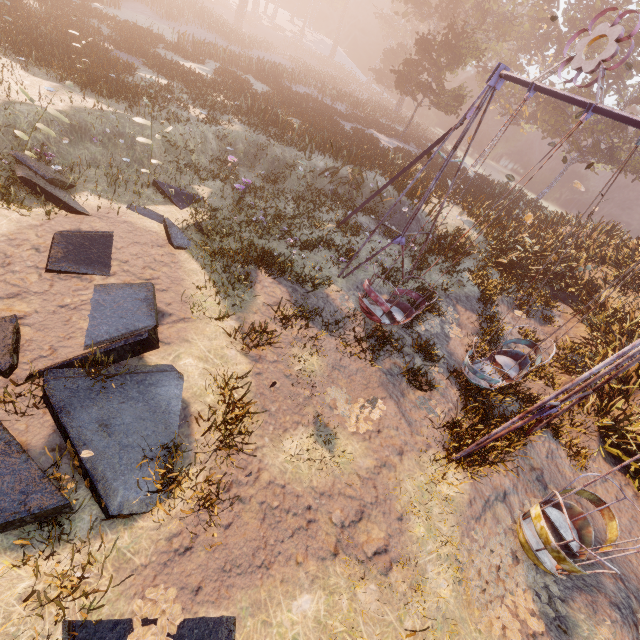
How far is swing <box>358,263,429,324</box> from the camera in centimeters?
828cm

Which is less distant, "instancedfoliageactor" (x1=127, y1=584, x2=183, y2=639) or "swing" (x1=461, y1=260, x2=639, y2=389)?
"instancedfoliageactor" (x1=127, y1=584, x2=183, y2=639)

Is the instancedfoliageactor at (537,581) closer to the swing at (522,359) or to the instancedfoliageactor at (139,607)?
the swing at (522,359)

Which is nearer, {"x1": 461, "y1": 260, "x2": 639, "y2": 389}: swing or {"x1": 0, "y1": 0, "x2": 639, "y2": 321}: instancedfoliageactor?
{"x1": 461, "y1": 260, "x2": 639, "y2": 389}: swing

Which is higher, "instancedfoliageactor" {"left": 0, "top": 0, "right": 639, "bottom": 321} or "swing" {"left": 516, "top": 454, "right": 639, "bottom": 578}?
"instancedfoliageactor" {"left": 0, "top": 0, "right": 639, "bottom": 321}

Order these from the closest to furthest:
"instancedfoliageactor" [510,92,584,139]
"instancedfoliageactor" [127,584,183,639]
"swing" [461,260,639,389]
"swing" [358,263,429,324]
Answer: "instancedfoliageactor" [127,584,183,639]
"swing" [461,260,639,389]
"swing" [358,263,429,324]
"instancedfoliageactor" [510,92,584,139]

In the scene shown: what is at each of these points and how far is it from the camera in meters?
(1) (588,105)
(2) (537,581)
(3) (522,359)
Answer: (1) swing, 5.8
(2) instancedfoliageactor, 5.8
(3) swing, 7.6

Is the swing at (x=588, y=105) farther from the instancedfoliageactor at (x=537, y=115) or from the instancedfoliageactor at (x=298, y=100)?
the instancedfoliageactor at (x=537, y=115)
